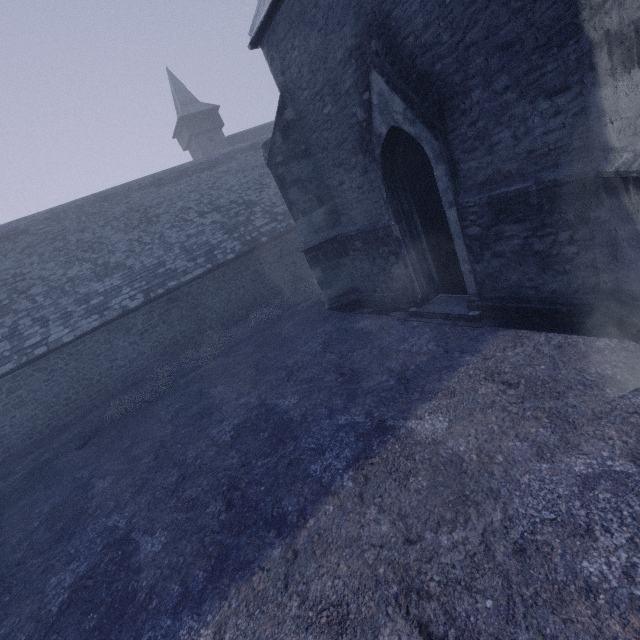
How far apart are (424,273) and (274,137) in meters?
5.5
